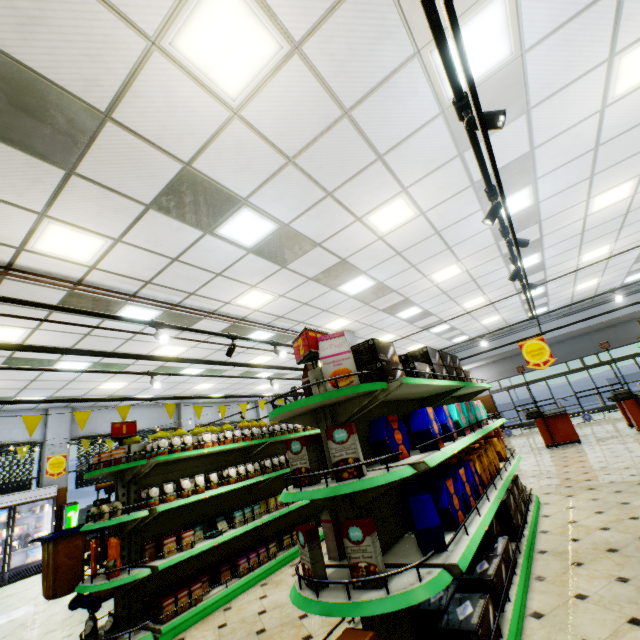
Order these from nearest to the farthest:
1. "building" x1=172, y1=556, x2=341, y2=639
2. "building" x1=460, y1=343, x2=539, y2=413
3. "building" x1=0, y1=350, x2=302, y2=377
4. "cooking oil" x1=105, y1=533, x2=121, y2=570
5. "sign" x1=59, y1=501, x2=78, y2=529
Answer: "building" x1=172, y1=556, x2=341, y2=639
"cooking oil" x1=105, y1=533, x2=121, y2=570
"building" x1=0, y1=350, x2=302, y2=377
"sign" x1=59, y1=501, x2=78, y2=529
"building" x1=460, y1=343, x2=539, y2=413

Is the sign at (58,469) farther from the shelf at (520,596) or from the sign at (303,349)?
the sign at (303,349)

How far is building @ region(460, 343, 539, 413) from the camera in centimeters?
1753cm

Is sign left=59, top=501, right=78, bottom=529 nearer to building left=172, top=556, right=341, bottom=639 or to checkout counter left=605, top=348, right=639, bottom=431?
building left=172, top=556, right=341, bottom=639

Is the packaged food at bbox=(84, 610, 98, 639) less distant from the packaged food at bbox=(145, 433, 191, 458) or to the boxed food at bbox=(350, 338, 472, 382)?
the packaged food at bbox=(145, 433, 191, 458)

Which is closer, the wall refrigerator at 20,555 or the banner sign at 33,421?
the banner sign at 33,421

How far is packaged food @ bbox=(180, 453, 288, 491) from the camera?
4.5m

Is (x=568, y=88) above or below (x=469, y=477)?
above
